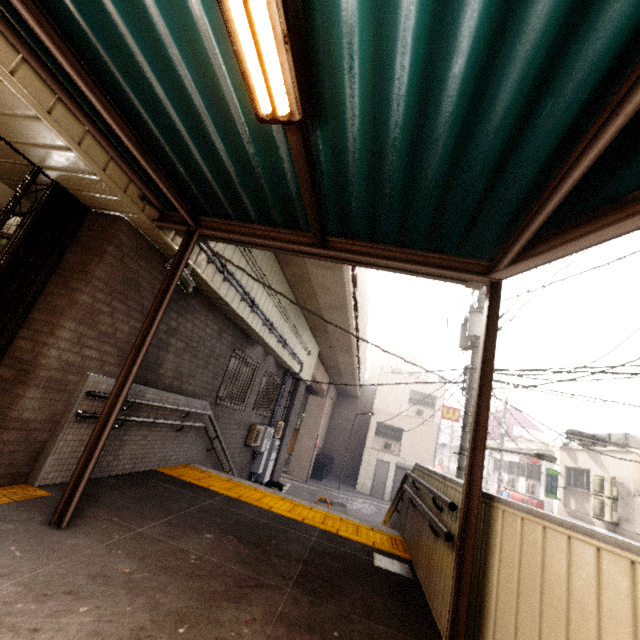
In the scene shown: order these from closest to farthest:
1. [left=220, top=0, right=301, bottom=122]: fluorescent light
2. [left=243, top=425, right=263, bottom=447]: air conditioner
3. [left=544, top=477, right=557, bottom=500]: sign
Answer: [left=220, top=0, right=301, bottom=122]: fluorescent light < [left=243, top=425, right=263, bottom=447]: air conditioner < [left=544, top=477, right=557, bottom=500]: sign

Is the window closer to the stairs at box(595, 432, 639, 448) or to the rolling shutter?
the stairs at box(595, 432, 639, 448)

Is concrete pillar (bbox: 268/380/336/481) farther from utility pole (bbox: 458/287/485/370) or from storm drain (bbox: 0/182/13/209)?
storm drain (bbox: 0/182/13/209)

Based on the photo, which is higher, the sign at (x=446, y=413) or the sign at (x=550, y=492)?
the sign at (x=446, y=413)

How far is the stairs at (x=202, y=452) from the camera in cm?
564

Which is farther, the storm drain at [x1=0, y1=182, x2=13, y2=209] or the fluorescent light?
the storm drain at [x1=0, y1=182, x2=13, y2=209]

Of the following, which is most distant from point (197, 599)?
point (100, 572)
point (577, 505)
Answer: point (577, 505)

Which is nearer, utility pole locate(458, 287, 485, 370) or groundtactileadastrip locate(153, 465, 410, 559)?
groundtactileadastrip locate(153, 465, 410, 559)
